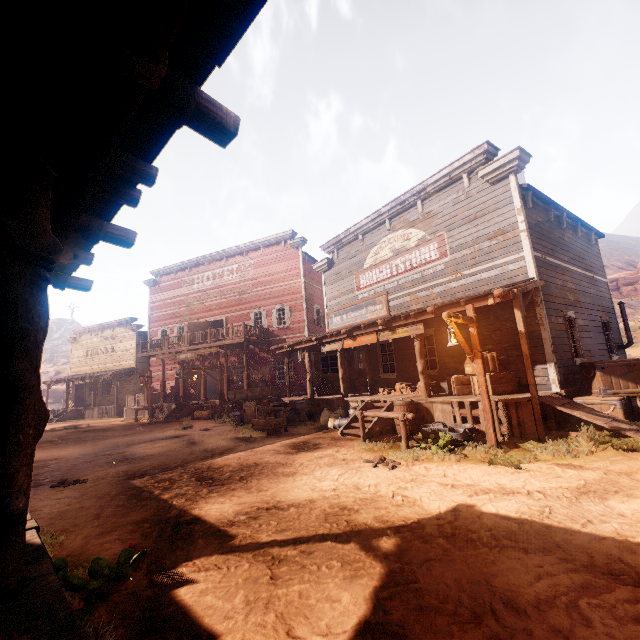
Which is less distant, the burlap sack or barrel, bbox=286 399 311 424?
the burlap sack

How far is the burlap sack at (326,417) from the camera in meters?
12.1

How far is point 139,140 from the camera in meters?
2.2 m

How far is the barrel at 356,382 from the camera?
15.98m

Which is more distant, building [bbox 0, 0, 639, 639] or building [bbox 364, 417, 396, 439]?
building [bbox 364, 417, 396, 439]

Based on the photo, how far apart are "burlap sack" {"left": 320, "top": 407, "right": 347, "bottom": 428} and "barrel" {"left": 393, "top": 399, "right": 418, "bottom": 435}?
2.7m

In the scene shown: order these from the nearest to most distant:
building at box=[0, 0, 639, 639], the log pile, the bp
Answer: building at box=[0, 0, 639, 639], the log pile, the bp

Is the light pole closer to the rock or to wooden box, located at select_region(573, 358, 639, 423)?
wooden box, located at select_region(573, 358, 639, 423)
